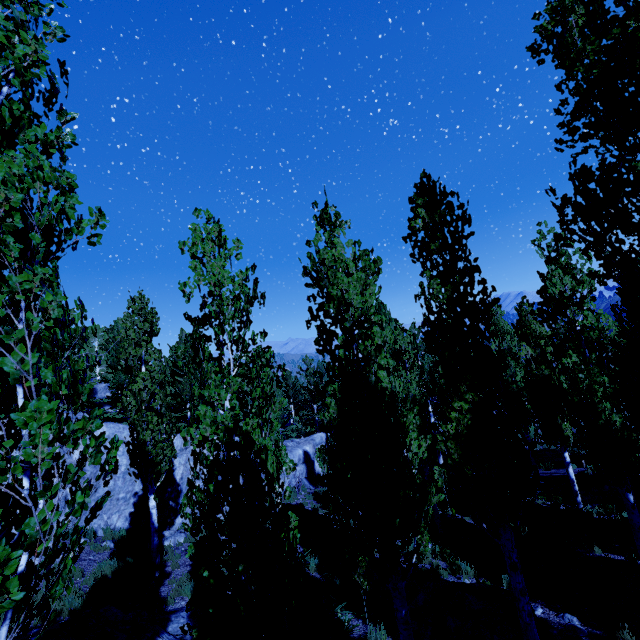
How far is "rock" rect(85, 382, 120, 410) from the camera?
27.2m

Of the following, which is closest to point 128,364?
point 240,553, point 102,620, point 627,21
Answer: point 102,620

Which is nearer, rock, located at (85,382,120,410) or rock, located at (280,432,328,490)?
rock, located at (280,432,328,490)

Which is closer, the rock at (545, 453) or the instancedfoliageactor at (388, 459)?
the instancedfoliageactor at (388, 459)

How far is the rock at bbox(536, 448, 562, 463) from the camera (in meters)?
26.09

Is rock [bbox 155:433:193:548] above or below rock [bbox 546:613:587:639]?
above

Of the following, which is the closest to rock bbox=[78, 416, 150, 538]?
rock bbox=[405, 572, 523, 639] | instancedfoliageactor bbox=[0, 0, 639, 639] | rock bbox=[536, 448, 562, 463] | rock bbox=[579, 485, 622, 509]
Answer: instancedfoliageactor bbox=[0, 0, 639, 639]

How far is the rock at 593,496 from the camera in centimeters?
1606cm
